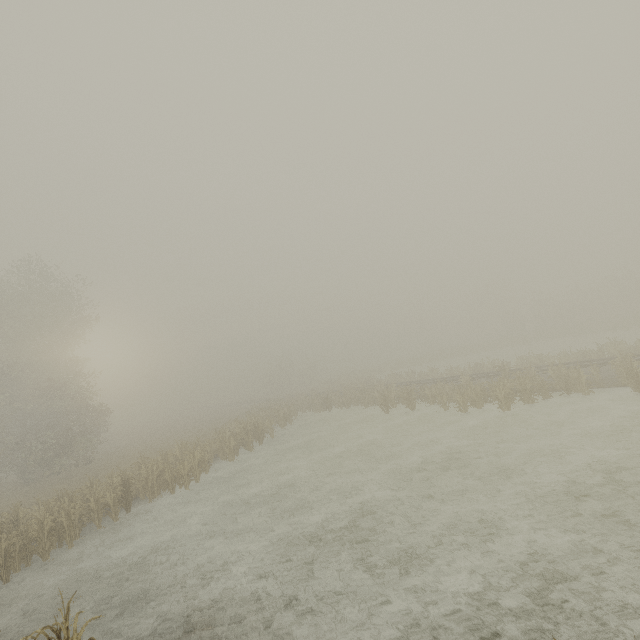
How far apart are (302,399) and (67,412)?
20.69m
